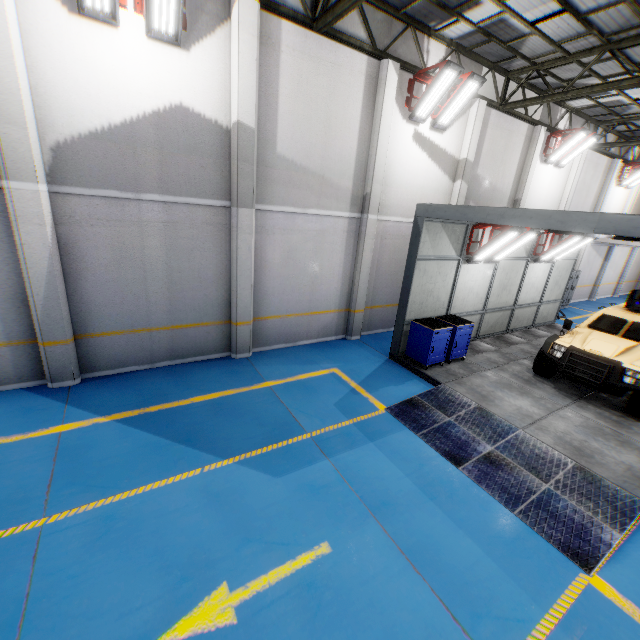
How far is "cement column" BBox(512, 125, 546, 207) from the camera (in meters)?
12.71

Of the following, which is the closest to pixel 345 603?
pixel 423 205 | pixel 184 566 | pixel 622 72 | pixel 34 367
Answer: pixel 184 566

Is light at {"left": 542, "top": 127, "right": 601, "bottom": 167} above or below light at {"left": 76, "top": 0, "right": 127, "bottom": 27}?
above

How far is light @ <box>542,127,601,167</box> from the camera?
12.7 meters

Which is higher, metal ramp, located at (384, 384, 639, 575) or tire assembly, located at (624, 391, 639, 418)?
tire assembly, located at (624, 391, 639, 418)

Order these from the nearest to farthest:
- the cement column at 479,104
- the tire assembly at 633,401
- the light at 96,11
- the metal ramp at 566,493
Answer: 1. the metal ramp at 566,493
2. the light at 96,11
3. the tire assembly at 633,401
4. the cement column at 479,104

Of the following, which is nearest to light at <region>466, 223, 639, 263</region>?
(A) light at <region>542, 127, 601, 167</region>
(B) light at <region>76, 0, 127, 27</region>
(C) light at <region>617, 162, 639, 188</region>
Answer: (A) light at <region>542, 127, 601, 167</region>

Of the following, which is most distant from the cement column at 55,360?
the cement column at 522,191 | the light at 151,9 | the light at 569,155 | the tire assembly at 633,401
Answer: the light at 569,155
